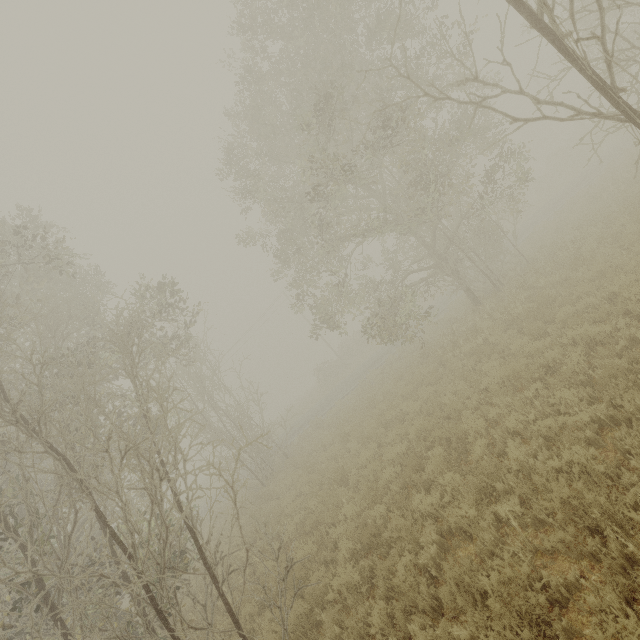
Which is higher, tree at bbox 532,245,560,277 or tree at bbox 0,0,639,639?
tree at bbox 0,0,639,639

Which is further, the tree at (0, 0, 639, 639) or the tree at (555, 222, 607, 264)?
the tree at (555, 222, 607, 264)

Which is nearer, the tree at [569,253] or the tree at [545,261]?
the tree at [569,253]

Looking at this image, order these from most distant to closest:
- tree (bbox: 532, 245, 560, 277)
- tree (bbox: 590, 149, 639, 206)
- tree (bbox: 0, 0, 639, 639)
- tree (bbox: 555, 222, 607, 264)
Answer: tree (bbox: 590, 149, 639, 206) → tree (bbox: 532, 245, 560, 277) → tree (bbox: 555, 222, 607, 264) → tree (bbox: 0, 0, 639, 639)

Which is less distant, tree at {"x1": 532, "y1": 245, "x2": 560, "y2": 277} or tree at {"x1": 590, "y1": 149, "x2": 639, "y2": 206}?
tree at {"x1": 532, "y1": 245, "x2": 560, "y2": 277}

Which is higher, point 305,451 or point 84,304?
point 84,304

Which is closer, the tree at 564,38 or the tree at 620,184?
the tree at 564,38
